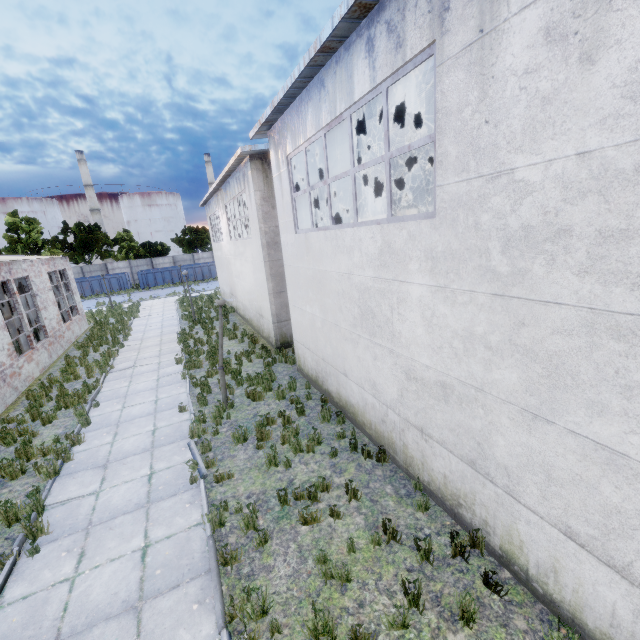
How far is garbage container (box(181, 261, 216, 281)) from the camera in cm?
4341

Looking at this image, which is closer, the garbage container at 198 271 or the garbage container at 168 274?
the garbage container at 168 274

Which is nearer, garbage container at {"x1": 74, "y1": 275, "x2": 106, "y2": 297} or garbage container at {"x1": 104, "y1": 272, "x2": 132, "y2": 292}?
garbage container at {"x1": 74, "y1": 275, "x2": 106, "y2": 297}

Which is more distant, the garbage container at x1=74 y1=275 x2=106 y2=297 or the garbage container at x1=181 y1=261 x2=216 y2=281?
the garbage container at x1=181 y1=261 x2=216 y2=281

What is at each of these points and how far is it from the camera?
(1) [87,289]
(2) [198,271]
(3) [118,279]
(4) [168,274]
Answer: (1) garbage container, 39.0 meters
(2) garbage container, 43.9 meters
(3) garbage container, 40.1 meters
(4) garbage container, 42.4 meters

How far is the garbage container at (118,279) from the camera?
39.8 meters

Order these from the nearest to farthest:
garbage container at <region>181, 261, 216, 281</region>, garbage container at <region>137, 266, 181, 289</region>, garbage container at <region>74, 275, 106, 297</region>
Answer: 1. garbage container at <region>74, 275, 106, 297</region>
2. garbage container at <region>137, 266, 181, 289</region>
3. garbage container at <region>181, 261, 216, 281</region>
